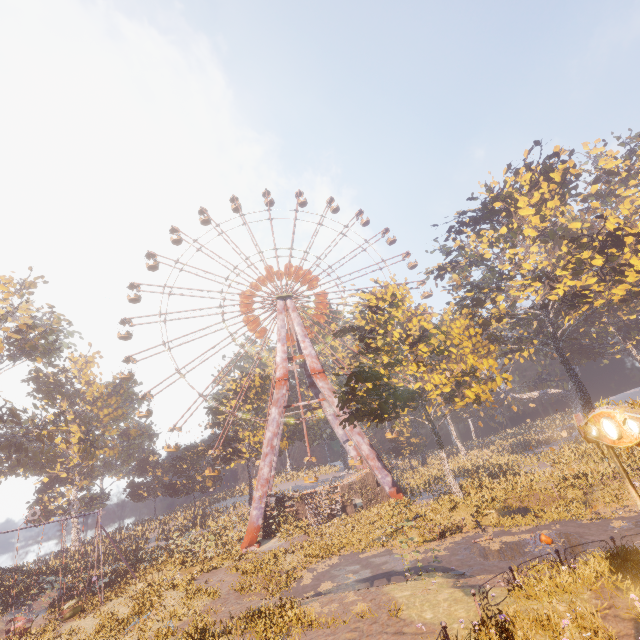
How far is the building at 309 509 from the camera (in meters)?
32.81

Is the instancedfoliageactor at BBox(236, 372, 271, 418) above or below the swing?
above

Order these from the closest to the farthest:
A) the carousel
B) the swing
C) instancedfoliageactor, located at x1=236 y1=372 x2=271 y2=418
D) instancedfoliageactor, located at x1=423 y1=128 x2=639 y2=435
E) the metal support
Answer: the carousel < the swing < instancedfoliageactor, located at x1=423 y1=128 x2=639 y2=435 < the metal support < instancedfoliageactor, located at x1=236 y1=372 x2=271 y2=418

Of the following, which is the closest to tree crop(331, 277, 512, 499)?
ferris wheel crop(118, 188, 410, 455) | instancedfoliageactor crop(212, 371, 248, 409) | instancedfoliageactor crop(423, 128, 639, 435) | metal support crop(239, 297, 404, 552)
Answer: instancedfoliageactor crop(423, 128, 639, 435)

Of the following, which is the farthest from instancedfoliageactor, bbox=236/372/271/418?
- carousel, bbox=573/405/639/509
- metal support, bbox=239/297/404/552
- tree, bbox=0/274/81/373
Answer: carousel, bbox=573/405/639/509

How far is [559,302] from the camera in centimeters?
4934cm

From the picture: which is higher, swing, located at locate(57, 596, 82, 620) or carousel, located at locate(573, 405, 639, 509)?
carousel, located at locate(573, 405, 639, 509)

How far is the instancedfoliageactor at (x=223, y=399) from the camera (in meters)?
47.37
